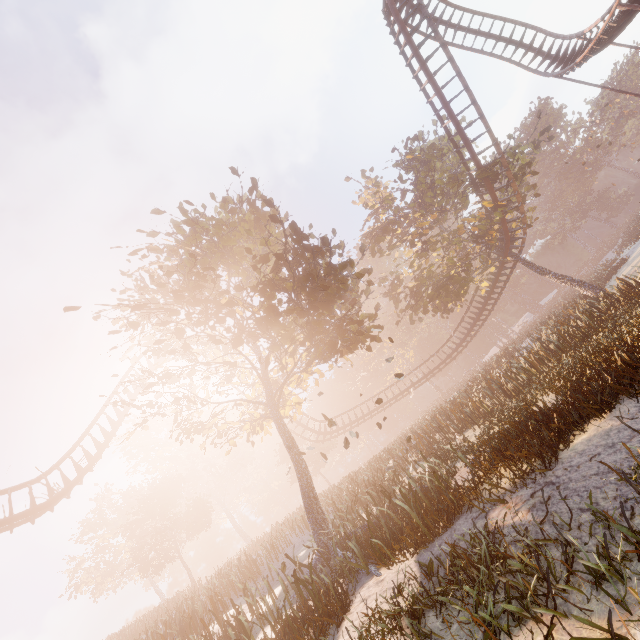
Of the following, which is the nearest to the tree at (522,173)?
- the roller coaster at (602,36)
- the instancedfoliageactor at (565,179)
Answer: the roller coaster at (602,36)

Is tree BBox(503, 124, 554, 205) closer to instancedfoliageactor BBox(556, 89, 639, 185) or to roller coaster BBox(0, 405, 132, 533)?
roller coaster BBox(0, 405, 132, 533)

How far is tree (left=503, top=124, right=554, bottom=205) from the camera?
21.2 meters

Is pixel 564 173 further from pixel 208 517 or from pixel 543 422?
pixel 208 517

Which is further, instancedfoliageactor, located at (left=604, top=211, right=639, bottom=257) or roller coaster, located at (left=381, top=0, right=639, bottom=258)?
instancedfoliageactor, located at (left=604, top=211, right=639, bottom=257)

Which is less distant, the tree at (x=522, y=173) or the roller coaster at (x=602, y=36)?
the roller coaster at (x=602, y=36)
